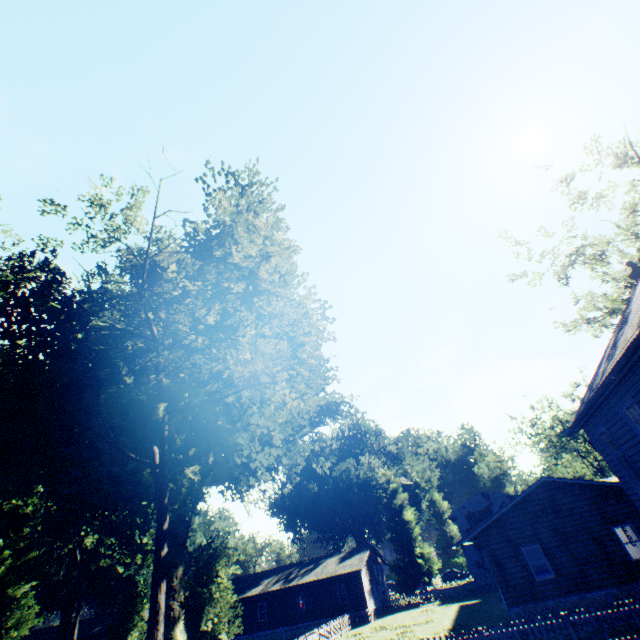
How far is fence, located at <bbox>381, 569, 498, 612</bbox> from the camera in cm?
3503

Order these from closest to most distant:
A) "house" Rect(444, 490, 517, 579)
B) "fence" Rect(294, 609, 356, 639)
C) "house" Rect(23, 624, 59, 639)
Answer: "fence" Rect(294, 609, 356, 639), "house" Rect(444, 490, 517, 579), "house" Rect(23, 624, 59, 639)

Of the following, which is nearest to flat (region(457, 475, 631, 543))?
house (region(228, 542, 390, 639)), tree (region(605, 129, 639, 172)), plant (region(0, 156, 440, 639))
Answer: plant (region(0, 156, 440, 639))

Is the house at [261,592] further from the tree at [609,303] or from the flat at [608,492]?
the tree at [609,303]

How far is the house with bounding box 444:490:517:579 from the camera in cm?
3691

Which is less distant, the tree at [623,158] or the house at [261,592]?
the tree at [623,158]

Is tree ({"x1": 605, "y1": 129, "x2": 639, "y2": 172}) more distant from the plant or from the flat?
the flat

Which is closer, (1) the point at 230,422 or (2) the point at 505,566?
(2) the point at 505,566
